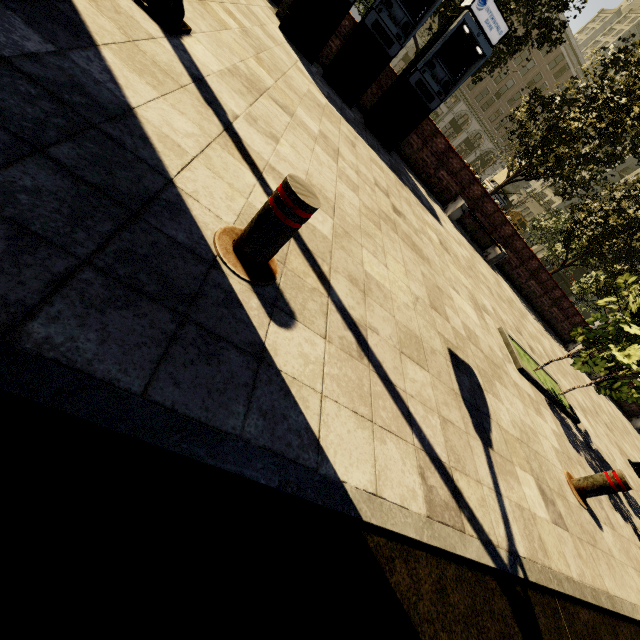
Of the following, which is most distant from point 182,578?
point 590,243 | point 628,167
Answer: point 628,167

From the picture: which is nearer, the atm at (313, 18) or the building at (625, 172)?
the atm at (313, 18)

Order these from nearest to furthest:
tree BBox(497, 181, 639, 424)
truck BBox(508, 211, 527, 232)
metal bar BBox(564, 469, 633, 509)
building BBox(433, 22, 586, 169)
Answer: metal bar BBox(564, 469, 633, 509) → tree BBox(497, 181, 639, 424) → building BBox(433, 22, 586, 169) → truck BBox(508, 211, 527, 232)

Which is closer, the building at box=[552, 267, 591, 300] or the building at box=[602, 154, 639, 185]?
the building at box=[552, 267, 591, 300]

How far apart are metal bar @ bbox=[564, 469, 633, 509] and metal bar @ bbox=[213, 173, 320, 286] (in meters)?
4.55

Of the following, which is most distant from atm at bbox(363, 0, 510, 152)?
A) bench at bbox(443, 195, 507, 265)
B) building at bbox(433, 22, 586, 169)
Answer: building at bbox(433, 22, 586, 169)

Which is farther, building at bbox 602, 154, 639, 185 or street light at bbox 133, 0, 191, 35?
building at bbox 602, 154, 639, 185

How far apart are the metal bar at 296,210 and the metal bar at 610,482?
4.5 meters
